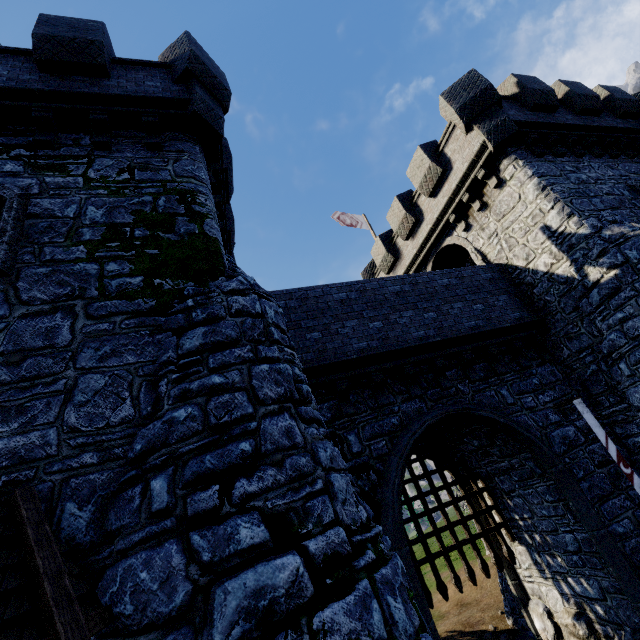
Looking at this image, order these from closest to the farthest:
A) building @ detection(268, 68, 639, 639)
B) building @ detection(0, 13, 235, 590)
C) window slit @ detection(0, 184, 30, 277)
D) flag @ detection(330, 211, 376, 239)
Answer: building @ detection(0, 13, 235, 590), window slit @ detection(0, 184, 30, 277), building @ detection(268, 68, 639, 639), flag @ detection(330, 211, 376, 239)

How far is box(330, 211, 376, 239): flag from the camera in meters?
20.4

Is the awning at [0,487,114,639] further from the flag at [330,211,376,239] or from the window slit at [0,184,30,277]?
the flag at [330,211,376,239]

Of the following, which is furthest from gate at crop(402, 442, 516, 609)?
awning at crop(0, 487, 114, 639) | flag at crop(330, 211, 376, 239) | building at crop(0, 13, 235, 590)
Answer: flag at crop(330, 211, 376, 239)

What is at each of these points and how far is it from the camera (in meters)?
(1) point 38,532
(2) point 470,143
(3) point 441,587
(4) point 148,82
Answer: (1) awning, 2.89
(2) building, 11.76
(3) gate, 8.84
(4) building, 7.73

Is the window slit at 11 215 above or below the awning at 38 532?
above

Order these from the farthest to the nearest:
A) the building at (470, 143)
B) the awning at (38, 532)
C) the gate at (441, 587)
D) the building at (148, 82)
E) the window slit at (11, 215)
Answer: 1. the gate at (441, 587)
2. the building at (470, 143)
3. the window slit at (11, 215)
4. the building at (148, 82)
5. the awning at (38, 532)

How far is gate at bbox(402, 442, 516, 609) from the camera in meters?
9.1
